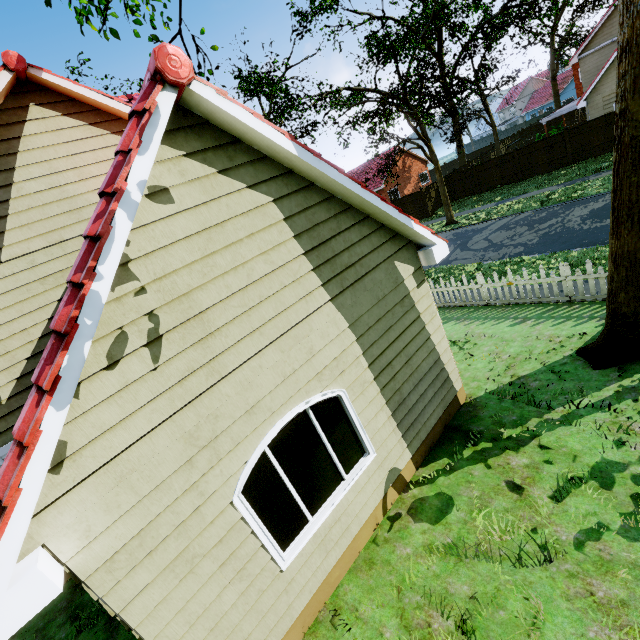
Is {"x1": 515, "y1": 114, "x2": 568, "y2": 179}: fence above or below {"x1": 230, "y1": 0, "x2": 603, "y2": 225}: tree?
below

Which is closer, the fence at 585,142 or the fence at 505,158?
the fence at 585,142

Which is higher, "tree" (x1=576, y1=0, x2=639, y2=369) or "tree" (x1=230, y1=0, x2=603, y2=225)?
"tree" (x1=230, y1=0, x2=603, y2=225)

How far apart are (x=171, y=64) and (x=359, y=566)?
6.5 meters

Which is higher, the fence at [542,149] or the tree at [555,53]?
the tree at [555,53]

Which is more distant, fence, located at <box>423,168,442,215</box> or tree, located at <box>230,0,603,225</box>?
fence, located at <box>423,168,442,215</box>

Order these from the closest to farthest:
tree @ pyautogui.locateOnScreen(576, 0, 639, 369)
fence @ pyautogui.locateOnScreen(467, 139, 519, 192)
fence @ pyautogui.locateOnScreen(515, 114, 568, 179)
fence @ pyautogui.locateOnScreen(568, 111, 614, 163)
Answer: tree @ pyautogui.locateOnScreen(576, 0, 639, 369)
fence @ pyautogui.locateOnScreen(568, 111, 614, 163)
fence @ pyautogui.locateOnScreen(515, 114, 568, 179)
fence @ pyautogui.locateOnScreen(467, 139, 519, 192)
